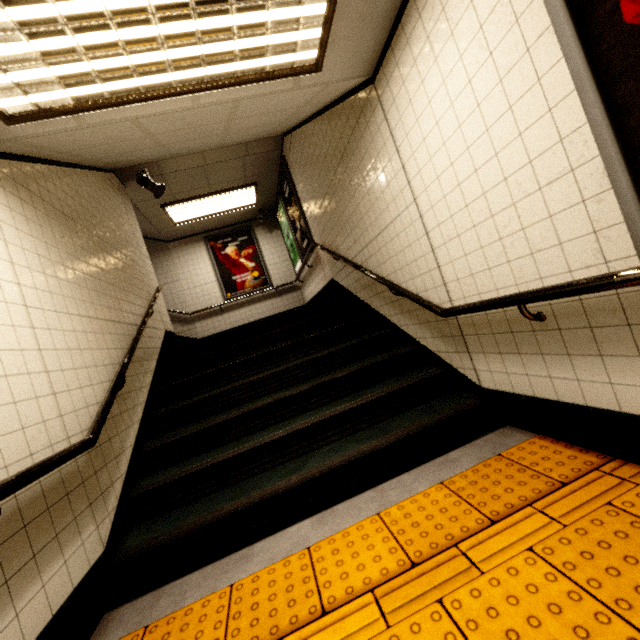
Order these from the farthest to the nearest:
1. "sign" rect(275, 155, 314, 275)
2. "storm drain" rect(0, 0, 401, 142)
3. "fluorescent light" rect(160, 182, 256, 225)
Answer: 1. "fluorescent light" rect(160, 182, 256, 225)
2. "sign" rect(275, 155, 314, 275)
3. "storm drain" rect(0, 0, 401, 142)

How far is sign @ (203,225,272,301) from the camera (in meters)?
8.38

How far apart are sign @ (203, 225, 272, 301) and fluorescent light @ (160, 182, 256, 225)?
0.9m

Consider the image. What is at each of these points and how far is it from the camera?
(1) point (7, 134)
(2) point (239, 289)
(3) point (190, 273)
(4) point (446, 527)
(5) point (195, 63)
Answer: (1) storm drain, 2.0m
(2) sign, 8.4m
(3) building, 8.3m
(4) groundtactileadastrip, 1.7m
(5) fluorescent light, 1.9m

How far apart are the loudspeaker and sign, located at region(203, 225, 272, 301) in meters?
2.8

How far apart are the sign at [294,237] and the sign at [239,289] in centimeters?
174cm

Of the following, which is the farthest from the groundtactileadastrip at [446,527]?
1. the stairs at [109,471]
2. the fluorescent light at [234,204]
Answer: the fluorescent light at [234,204]

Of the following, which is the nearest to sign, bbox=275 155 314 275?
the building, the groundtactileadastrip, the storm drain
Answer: the building
